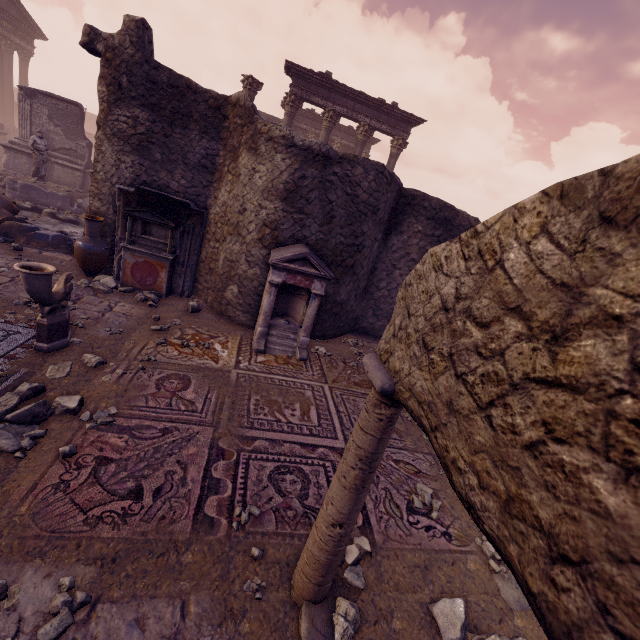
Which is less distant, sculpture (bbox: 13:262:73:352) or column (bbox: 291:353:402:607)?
column (bbox: 291:353:402:607)

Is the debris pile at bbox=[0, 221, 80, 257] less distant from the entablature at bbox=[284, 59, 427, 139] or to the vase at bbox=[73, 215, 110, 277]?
the vase at bbox=[73, 215, 110, 277]

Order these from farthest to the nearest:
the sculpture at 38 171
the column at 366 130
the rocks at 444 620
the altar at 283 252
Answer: the column at 366 130 → the sculpture at 38 171 → the altar at 283 252 → the rocks at 444 620

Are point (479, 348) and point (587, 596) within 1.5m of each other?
yes

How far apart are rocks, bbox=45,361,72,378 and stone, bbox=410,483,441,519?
4.6m

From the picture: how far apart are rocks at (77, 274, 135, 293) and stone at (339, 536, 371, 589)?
6.4m

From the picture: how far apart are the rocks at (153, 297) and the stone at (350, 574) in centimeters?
574cm

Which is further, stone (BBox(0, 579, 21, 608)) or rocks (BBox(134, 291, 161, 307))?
rocks (BBox(134, 291, 161, 307))
